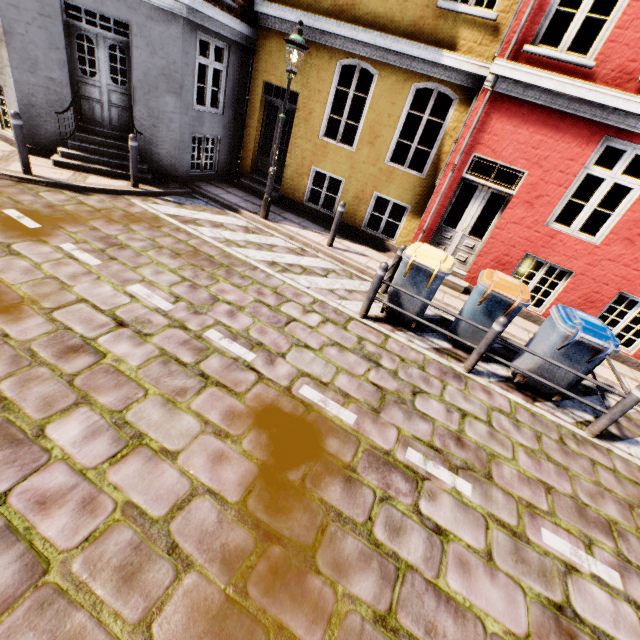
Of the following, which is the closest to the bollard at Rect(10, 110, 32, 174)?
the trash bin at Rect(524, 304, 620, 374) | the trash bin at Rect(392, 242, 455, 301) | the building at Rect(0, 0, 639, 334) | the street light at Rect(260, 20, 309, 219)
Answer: the street light at Rect(260, 20, 309, 219)

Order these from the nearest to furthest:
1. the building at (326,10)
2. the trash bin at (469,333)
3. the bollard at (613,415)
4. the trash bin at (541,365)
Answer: the bollard at (613,415) → the trash bin at (541,365) → the trash bin at (469,333) → the building at (326,10)

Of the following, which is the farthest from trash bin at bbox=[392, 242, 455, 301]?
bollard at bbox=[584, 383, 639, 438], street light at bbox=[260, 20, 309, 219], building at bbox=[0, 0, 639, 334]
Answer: building at bbox=[0, 0, 639, 334]

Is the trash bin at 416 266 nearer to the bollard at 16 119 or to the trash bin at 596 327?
the trash bin at 596 327

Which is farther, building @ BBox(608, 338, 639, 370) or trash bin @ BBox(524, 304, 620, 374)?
building @ BBox(608, 338, 639, 370)

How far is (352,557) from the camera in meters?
2.7

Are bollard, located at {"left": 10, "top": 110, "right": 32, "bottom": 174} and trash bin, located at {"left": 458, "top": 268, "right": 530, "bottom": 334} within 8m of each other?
no

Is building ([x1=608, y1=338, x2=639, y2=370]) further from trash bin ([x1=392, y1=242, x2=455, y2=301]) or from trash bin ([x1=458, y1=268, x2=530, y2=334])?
trash bin ([x1=458, y1=268, x2=530, y2=334])
